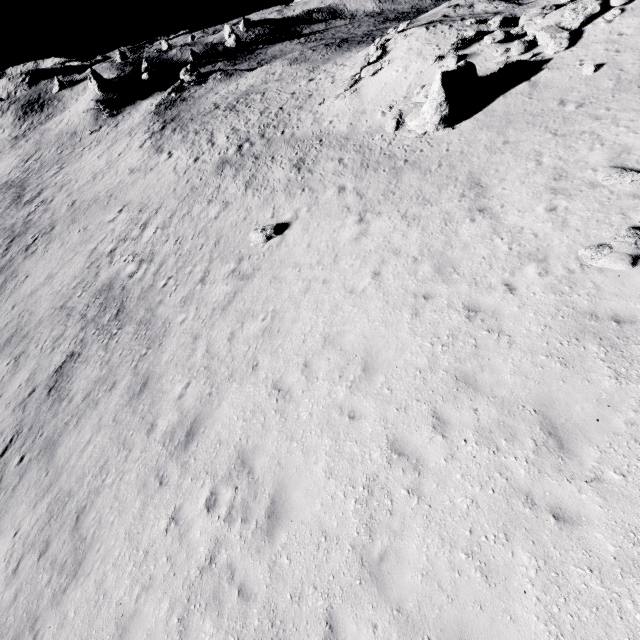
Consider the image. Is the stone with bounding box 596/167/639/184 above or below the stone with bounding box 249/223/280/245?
above

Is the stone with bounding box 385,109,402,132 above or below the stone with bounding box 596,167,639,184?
below

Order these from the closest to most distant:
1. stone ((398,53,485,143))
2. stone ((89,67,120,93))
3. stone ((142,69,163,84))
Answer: stone ((398,53,485,143)) < stone ((89,67,120,93)) < stone ((142,69,163,84))

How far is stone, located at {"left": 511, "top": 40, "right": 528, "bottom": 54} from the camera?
15.8 meters

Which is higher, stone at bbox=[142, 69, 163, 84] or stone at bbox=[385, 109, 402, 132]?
stone at bbox=[142, 69, 163, 84]

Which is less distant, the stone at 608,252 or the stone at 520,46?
the stone at 608,252

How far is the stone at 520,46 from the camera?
15.8 meters

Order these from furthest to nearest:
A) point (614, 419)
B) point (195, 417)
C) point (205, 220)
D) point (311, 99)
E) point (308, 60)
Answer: point (308, 60), point (311, 99), point (205, 220), point (195, 417), point (614, 419)
